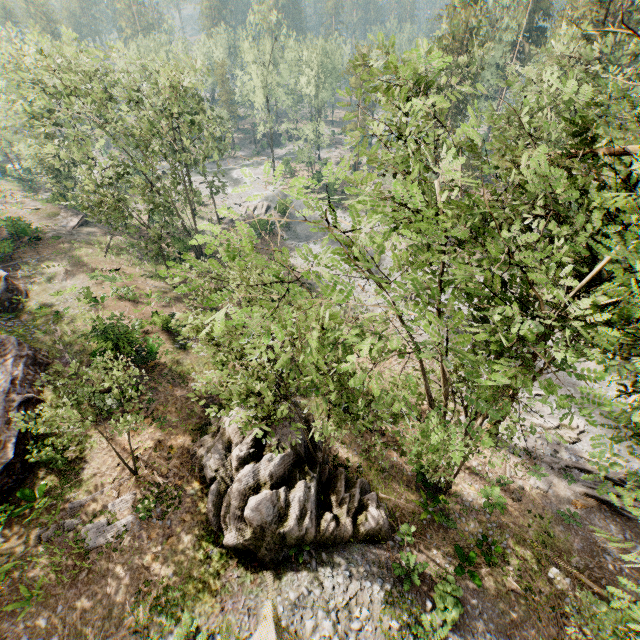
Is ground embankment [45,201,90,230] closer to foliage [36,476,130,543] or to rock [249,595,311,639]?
foliage [36,476,130,543]

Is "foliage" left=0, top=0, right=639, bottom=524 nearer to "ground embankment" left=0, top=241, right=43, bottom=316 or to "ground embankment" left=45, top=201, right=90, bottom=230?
"ground embankment" left=45, top=201, right=90, bottom=230

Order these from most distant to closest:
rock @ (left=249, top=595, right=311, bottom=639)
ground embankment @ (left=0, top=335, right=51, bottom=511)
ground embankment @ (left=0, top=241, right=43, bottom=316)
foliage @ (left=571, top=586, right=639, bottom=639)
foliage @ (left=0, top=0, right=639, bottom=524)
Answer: ground embankment @ (left=0, top=241, right=43, bottom=316) < ground embankment @ (left=0, top=335, right=51, bottom=511) < rock @ (left=249, top=595, right=311, bottom=639) < foliage @ (left=0, top=0, right=639, bottom=524) < foliage @ (left=571, top=586, right=639, bottom=639)

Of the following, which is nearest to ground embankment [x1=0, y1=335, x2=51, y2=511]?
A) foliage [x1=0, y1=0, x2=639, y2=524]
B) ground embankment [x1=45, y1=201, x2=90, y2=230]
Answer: foliage [x1=0, y1=0, x2=639, y2=524]

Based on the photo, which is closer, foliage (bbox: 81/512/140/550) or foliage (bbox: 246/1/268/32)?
foliage (bbox: 81/512/140/550)

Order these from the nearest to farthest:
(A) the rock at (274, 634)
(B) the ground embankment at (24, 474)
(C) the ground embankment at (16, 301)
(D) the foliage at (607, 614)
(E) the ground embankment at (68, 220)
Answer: (D) the foliage at (607, 614), (A) the rock at (274, 634), (B) the ground embankment at (24, 474), (C) the ground embankment at (16, 301), (E) the ground embankment at (68, 220)

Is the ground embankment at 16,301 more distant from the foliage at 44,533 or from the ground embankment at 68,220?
the ground embankment at 68,220

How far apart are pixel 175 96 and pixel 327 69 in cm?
3405
